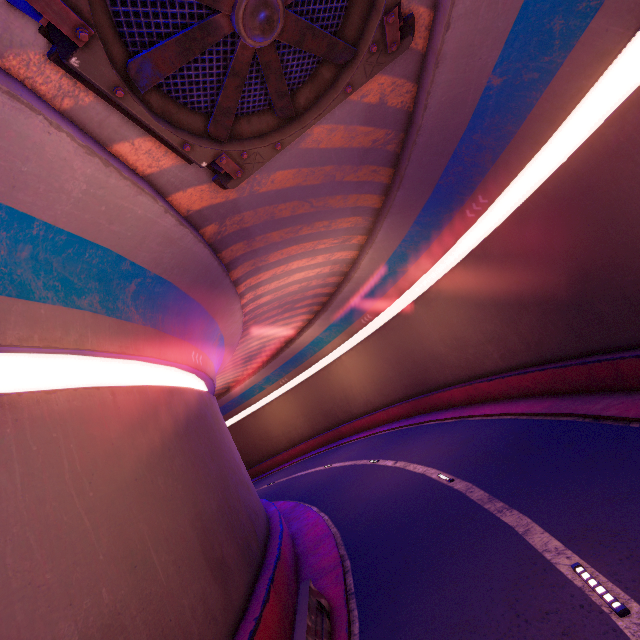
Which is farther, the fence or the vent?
the fence

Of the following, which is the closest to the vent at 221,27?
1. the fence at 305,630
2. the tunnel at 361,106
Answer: the tunnel at 361,106

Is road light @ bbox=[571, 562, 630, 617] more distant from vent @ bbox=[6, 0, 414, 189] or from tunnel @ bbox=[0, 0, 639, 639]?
vent @ bbox=[6, 0, 414, 189]

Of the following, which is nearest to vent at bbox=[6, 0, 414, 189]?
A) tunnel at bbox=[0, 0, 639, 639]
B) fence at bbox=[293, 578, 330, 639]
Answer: tunnel at bbox=[0, 0, 639, 639]

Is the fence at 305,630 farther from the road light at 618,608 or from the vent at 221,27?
the vent at 221,27

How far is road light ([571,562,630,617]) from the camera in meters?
4.9

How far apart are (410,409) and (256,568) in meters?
18.9

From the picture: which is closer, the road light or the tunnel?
the road light
